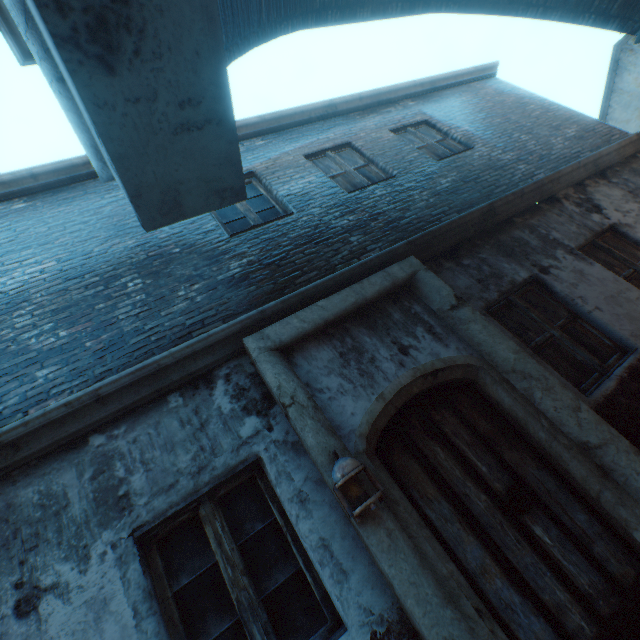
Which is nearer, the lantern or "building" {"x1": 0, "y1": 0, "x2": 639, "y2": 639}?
"building" {"x1": 0, "y1": 0, "x2": 639, "y2": 639}

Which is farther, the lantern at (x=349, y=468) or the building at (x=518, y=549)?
the lantern at (x=349, y=468)

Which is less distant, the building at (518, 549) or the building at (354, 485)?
the building at (518, 549)

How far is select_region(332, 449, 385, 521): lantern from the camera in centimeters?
220cm

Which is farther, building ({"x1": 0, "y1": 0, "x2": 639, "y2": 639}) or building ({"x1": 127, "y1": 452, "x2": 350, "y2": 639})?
building ({"x1": 127, "y1": 452, "x2": 350, "y2": 639})

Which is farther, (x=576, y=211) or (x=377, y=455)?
(x=576, y=211)

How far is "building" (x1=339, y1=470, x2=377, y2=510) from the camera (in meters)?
2.32
